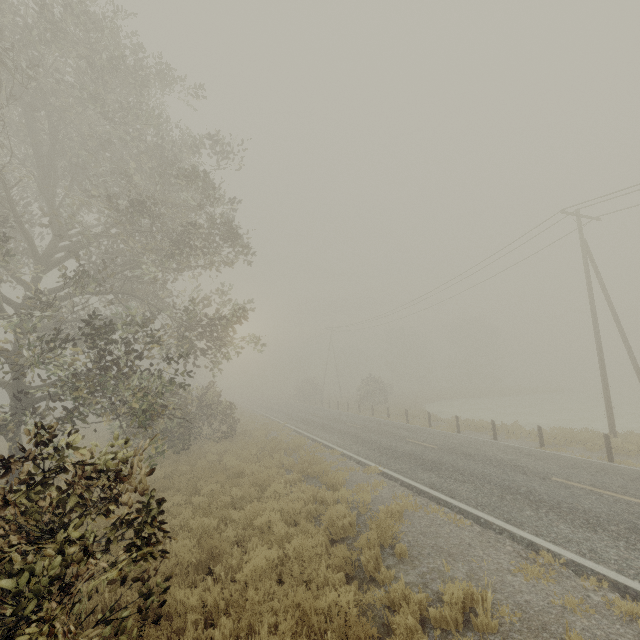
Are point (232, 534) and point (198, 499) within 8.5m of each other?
yes

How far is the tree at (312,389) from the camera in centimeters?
4978cm

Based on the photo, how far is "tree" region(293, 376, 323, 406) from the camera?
49.8m

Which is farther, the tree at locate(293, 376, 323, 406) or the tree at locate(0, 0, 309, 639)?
the tree at locate(293, 376, 323, 406)

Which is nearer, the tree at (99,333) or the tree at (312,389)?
the tree at (99,333)
